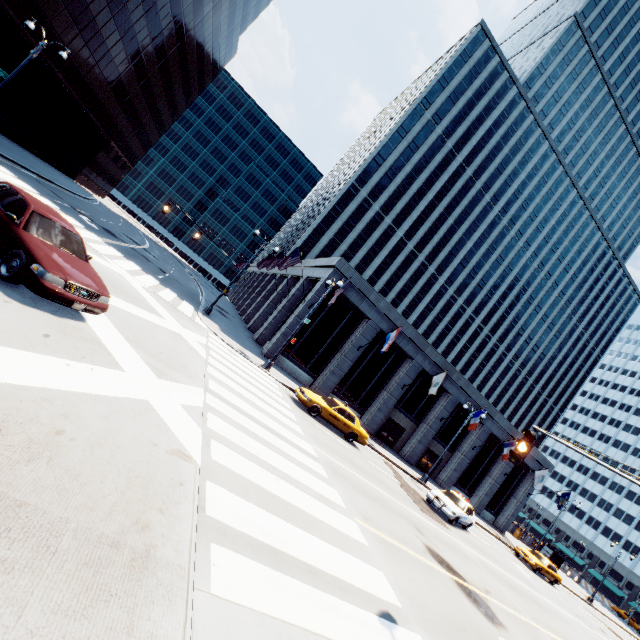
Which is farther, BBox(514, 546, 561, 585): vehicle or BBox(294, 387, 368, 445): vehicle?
BBox(514, 546, 561, 585): vehicle

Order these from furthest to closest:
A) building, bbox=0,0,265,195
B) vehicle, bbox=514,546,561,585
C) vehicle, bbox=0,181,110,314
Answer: building, bbox=0,0,265,195, vehicle, bbox=514,546,561,585, vehicle, bbox=0,181,110,314

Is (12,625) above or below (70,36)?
below

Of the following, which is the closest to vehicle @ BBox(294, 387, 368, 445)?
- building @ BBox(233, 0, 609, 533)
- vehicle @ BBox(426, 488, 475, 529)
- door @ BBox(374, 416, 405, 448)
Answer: vehicle @ BBox(426, 488, 475, 529)

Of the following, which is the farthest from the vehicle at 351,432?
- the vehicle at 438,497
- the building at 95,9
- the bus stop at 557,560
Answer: the building at 95,9

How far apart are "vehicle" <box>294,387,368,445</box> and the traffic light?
11.1m

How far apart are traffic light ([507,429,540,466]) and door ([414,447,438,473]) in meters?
27.5

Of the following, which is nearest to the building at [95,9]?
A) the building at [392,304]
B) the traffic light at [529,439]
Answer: the building at [392,304]
